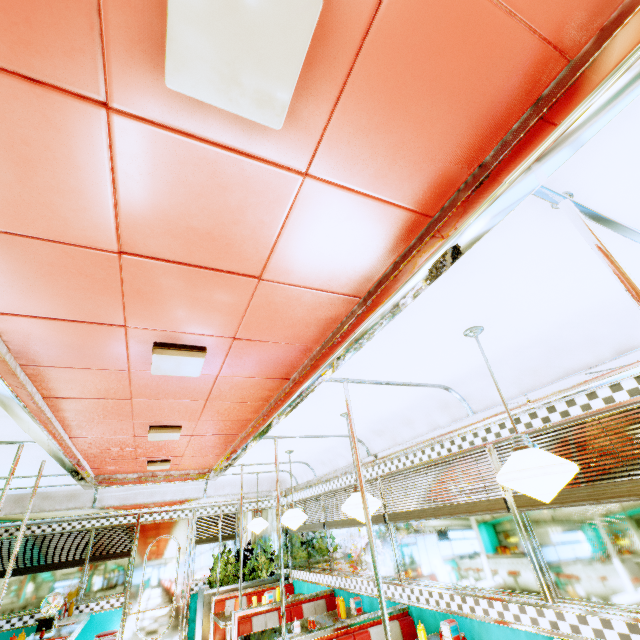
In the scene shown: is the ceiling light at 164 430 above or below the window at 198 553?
above

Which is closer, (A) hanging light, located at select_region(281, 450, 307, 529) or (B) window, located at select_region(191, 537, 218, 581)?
(A) hanging light, located at select_region(281, 450, 307, 529)

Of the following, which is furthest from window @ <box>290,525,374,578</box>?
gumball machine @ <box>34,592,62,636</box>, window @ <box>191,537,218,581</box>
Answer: gumball machine @ <box>34,592,62,636</box>

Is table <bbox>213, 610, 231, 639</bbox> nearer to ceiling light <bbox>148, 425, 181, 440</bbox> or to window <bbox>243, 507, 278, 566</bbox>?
window <bbox>243, 507, 278, 566</bbox>

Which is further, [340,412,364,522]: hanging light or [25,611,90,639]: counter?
[25,611,90,639]: counter

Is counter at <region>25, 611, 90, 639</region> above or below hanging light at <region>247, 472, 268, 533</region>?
below

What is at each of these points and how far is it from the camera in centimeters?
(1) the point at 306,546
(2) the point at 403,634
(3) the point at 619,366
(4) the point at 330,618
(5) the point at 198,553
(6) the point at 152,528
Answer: (1) window, 650cm
(2) seat, 363cm
(3) trim, 225cm
(4) table, 448cm
(5) window, 726cm
(6) door, 712cm

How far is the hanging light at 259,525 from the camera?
6.15m
